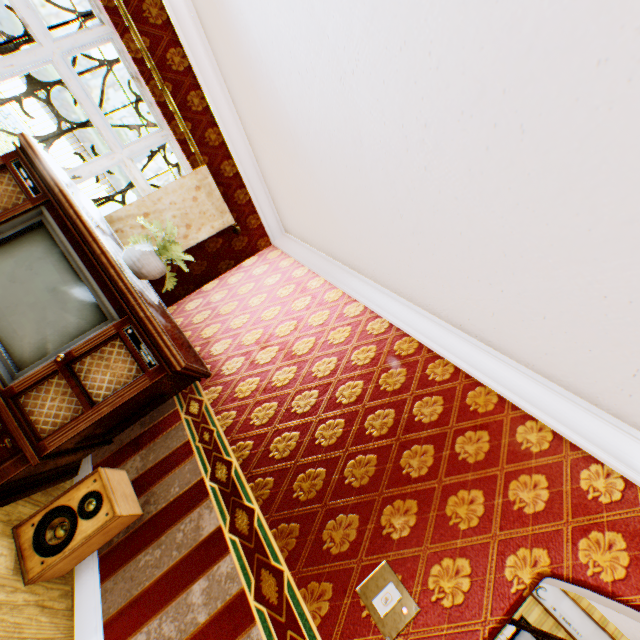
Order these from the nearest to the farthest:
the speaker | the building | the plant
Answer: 1. the building
2. the speaker
3. the plant

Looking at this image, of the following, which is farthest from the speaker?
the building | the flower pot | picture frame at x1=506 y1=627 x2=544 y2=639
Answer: picture frame at x1=506 y1=627 x2=544 y2=639

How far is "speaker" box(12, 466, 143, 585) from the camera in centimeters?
193cm

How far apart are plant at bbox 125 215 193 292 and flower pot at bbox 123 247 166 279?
0.0 meters

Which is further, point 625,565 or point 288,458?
point 288,458

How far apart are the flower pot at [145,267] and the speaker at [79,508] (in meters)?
1.43

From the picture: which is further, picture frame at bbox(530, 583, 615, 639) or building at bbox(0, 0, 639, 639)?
picture frame at bbox(530, 583, 615, 639)

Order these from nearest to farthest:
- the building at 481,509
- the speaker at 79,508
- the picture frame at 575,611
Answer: the building at 481,509
the speaker at 79,508
the picture frame at 575,611
